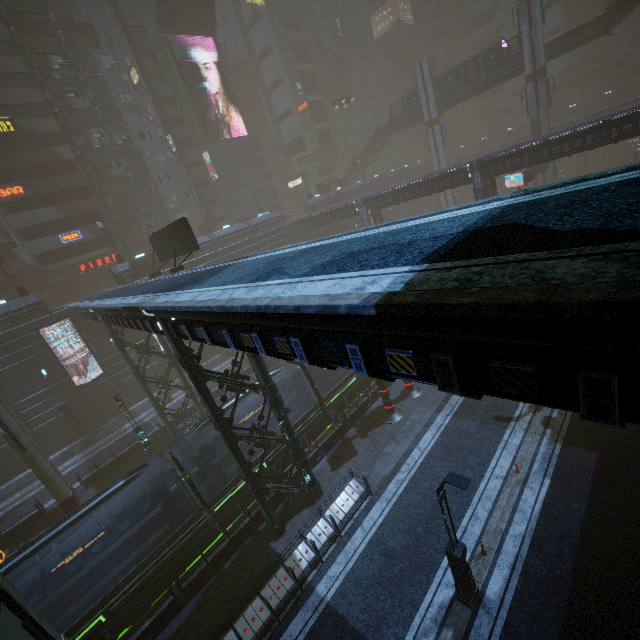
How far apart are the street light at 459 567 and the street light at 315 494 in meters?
6.6 m

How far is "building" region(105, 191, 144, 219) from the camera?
43.4m

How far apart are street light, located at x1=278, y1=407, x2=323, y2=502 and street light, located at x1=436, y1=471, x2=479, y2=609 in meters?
6.6 m

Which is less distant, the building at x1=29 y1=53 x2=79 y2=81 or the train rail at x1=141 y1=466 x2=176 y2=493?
the train rail at x1=141 y1=466 x2=176 y2=493

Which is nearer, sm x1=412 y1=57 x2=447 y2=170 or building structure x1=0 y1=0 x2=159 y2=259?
building structure x1=0 y1=0 x2=159 y2=259

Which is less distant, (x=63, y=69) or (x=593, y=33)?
(x=593, y=33)

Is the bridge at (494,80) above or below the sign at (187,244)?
above
